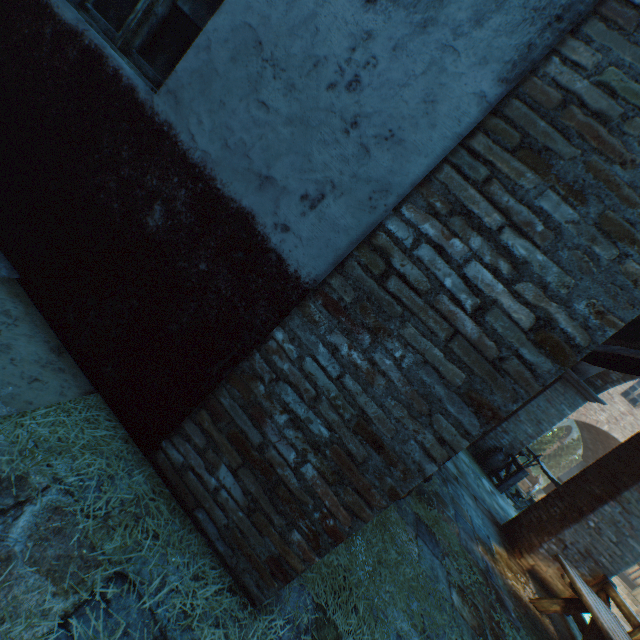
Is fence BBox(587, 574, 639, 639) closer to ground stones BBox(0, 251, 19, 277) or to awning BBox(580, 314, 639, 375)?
awning BBox(580, 314, 639, 375)

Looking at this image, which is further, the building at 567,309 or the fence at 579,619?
the fence at 579,619

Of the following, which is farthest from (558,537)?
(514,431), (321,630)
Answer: (321,630)

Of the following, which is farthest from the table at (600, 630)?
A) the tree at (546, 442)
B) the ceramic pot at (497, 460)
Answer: the ceramic pot at (497, 460)

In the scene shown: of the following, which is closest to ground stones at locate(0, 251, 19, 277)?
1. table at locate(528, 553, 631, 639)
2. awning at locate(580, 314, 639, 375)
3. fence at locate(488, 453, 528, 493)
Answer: awning at locate(580, 314, 639, 375)

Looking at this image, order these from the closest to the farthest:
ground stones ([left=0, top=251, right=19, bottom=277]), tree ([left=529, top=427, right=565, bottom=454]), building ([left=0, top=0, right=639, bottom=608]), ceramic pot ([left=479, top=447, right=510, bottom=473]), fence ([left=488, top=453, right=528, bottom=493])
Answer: building ([left=0, top=0, right=639, bottom=608]), ground stones ([left=0, top=251, right=19, bottom=277]), fence ([left=488, top=453, right=528, bottom=493]), ceramic pot ([left=479, top=447, right=510, bottom=473]), tree ([left=529, top=427, right=565, bottom=454])

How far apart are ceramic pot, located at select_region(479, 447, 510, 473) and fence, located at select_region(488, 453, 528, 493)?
0.11m

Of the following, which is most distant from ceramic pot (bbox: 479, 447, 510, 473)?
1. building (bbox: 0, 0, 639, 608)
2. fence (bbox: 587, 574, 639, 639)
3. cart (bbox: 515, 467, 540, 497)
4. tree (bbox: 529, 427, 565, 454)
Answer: building (bbox: 0, 0, 639, 608)
